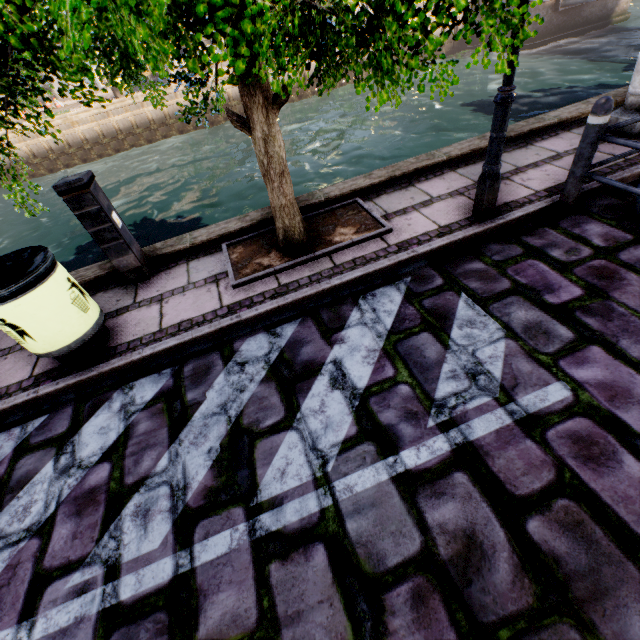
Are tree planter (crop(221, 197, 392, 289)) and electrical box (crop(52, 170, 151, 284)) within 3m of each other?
yes

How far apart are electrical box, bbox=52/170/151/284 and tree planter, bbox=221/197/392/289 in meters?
1.0 m

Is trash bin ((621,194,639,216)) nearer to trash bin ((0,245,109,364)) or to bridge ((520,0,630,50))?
trash bin ((0,245,109,364))

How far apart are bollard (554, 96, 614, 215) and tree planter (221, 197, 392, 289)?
1.8 meters

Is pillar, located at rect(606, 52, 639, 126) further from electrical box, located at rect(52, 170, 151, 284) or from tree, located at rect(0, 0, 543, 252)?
electrical box, located at rect(52, 170, 151, 284)

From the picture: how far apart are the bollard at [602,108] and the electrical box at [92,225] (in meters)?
4.92

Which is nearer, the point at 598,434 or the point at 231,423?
the point at 598,434

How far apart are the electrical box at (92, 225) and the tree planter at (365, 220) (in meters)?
0.98
